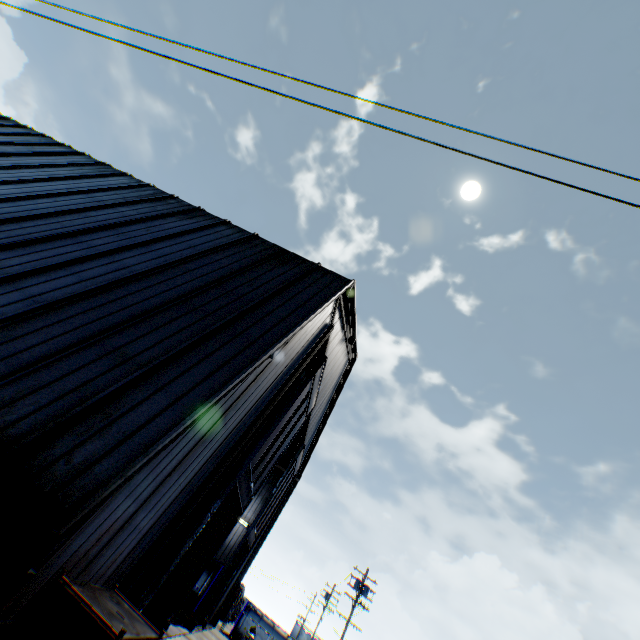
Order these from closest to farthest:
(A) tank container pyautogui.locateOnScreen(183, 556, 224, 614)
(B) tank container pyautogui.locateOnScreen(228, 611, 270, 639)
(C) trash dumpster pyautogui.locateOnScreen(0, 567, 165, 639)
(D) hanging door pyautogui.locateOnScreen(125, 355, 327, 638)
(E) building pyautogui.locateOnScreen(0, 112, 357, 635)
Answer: (C) trash dumpster pyautogui.locateOnScreen(0, 567, 165, 639) < (E) building pyautogui.locateOnScreen(0, 112, 357, 635) < (D) hanging door pyautogui.locateOnScreen(125, 355, 327, 638) < (A) tank container pyautogui.locateOnScreen(183, 556, 224, 614) < (B) tank container pyautogui.locateOnScreen(228, 611, 270, 639)

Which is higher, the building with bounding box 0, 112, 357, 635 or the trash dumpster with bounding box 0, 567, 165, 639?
the building with bounding box 0, 112, 357, 635

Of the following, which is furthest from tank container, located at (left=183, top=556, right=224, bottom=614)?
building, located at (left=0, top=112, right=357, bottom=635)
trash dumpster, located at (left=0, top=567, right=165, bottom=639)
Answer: trash dumpster, located at (left=0, top=567, right=165, bottom=639)

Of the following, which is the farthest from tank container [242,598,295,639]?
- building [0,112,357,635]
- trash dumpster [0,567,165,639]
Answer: trash dumpster [0,567,165,639]

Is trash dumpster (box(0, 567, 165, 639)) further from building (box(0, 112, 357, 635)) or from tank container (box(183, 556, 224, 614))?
tank container (box(183, 556, 224, 614))

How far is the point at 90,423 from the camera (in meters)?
5.16

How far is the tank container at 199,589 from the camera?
20.9 meters

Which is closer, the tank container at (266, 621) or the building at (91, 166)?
the building at (91, 166)
